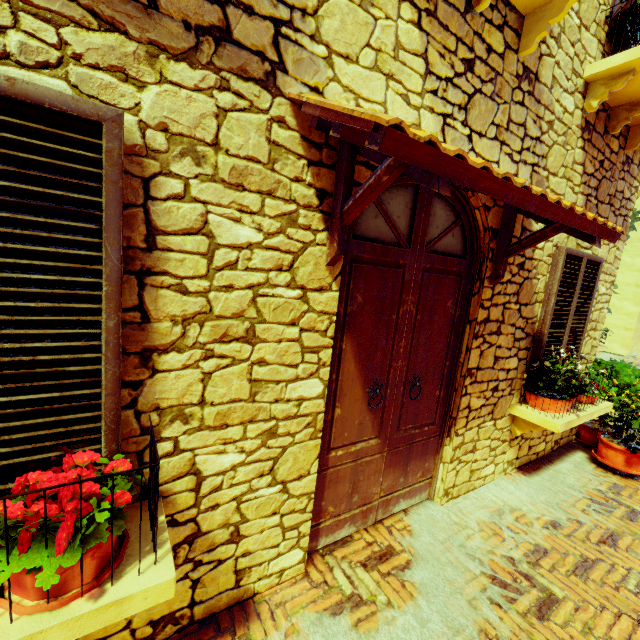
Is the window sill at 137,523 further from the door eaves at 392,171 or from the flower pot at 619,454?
the flower pot at 619,454

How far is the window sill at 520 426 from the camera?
3.2m

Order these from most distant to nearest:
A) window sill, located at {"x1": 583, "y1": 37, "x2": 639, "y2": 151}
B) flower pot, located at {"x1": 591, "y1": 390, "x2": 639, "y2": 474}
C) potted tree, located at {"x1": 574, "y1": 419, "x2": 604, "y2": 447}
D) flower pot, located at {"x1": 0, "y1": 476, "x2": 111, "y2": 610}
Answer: potted tree, located at {"x1": 574, "y1": 419, "x2": 604, "y2": 447}, flower pot, located at {"x1": 591, "y1": 390, "x2": 639, "y2": 474}, window sill, located at {"x1": 583, "y1": 37, "x2": 639, "y2": 151}, flower pot, located at {"x1": 0, "y1": 476, "x2": 111, "y2": 610}

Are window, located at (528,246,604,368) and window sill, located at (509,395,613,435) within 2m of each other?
yes

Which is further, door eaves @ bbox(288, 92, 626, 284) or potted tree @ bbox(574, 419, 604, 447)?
potted tree @ bbox(574, 419, 604, 447)

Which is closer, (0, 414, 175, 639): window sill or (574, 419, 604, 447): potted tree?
(0, 414, 175, 639): window sill

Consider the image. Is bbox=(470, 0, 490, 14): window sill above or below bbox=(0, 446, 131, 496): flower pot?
above

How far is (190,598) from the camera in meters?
1.9 m
